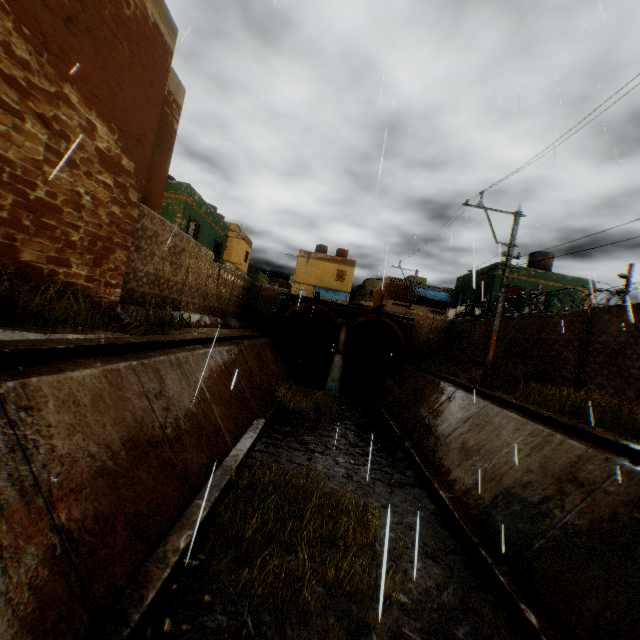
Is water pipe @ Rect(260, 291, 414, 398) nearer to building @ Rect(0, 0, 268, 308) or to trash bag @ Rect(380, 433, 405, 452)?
building @ Rect(0, 0, 268, 308)

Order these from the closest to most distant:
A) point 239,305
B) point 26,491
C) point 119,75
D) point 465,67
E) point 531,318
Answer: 1. point 26,491
2. point 465,67
3. point 119,75
4. point 531,318
5. point 239,305

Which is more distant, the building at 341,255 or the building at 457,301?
the building at 341,255

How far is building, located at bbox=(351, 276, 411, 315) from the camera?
33.50m

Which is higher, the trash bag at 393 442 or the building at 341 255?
the building at 341 255

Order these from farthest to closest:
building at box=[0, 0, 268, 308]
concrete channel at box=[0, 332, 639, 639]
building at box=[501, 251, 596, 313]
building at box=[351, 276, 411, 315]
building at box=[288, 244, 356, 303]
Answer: building at box=[288, 244, 356, 303] < building at box=[351, 276, 411, 315] < building at box=[501, 251, 596, 313] < building at box=[0, 0, 268, 308] < concrete channel at box=[0, 332, 639, 639]

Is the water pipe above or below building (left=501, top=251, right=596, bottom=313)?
below

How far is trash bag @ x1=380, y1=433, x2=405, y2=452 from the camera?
10.4 meters
